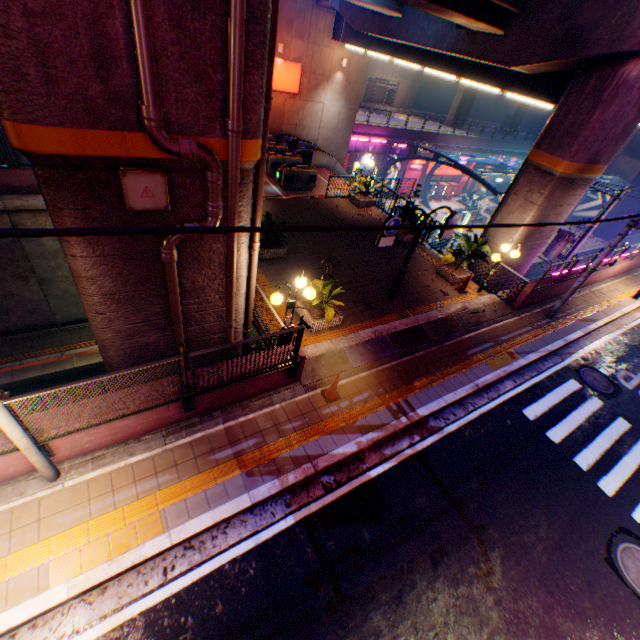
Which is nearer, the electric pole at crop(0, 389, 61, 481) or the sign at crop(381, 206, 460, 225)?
the electric pole at crop(0, 389, 61, 481)

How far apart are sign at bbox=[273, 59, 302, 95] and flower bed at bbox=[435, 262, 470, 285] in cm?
1585

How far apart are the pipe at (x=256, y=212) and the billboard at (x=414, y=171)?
33.4 meters

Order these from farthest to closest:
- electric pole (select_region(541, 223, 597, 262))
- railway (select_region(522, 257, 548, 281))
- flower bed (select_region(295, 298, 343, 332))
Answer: railway (select_region(522, 257, 548, 281)) → electric pole (select_region(541, 223, 597, 262)) → flower bed (select_region(295, 298, 343, 332))

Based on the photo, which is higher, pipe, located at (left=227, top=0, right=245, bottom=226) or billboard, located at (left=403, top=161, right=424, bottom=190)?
pipe, located at (left=227, top=0, right=245, bottom=226)

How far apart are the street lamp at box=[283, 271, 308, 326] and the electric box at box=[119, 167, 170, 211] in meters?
2.8 m

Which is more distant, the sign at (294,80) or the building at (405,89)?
the building at (405,89)

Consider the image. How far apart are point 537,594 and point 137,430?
8.1m
